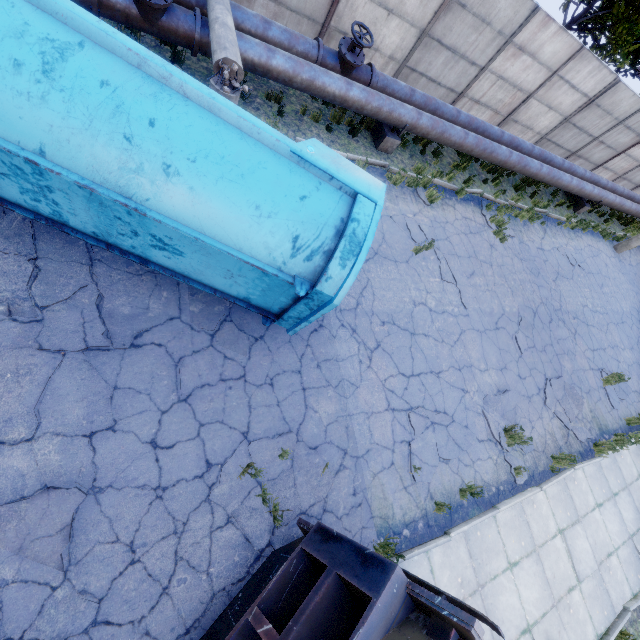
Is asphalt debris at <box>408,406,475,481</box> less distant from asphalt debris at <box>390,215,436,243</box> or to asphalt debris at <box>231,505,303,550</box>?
asphalt debris at <box>231,505,303,550</box>

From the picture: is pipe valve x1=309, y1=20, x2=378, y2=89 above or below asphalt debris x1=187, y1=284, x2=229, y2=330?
above

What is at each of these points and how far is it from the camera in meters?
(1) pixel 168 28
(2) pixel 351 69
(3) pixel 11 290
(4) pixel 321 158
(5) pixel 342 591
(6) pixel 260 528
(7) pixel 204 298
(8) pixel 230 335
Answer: (1) pipe valve, 5.9 m
(2) pipe valve, 8.1 m
(3) asphalt debris, 4.3 m
(4) truck dump back, 3.8 m
(5) truck, 3.4 m
(6) asphalt debris, 4.6 m
(7) asphalt debris, 5.4 m
(8) asphalt debris, 5.4 m

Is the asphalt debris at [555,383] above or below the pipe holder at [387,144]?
below

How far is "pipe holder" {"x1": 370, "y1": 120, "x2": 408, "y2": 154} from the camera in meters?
9.1

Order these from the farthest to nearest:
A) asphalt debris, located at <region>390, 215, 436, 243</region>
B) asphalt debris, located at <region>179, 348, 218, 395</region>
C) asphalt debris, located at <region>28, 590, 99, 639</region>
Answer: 1. asphalt debris, located at <region>390, 215, 436, 243</region>
2. asphalt debris, located at <region>179, 348, 218, 395</region>
3. asphalt debris, located at <region>28, 590, 99, 639</region>

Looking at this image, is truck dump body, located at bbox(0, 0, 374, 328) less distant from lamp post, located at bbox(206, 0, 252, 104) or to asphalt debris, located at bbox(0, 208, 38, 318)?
asphalt debris, located at bbox(0, 208, 38, 318)

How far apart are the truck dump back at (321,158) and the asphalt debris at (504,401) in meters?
5.1 m
